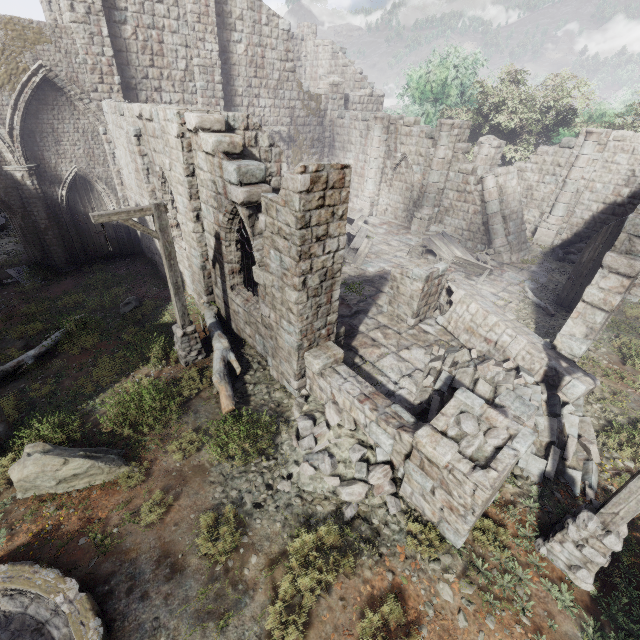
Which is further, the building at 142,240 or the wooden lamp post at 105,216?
the building at 142,240

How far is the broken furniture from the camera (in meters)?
15.10

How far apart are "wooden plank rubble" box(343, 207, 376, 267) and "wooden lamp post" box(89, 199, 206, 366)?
8.1 meters

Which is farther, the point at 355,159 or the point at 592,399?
the point at 355,159

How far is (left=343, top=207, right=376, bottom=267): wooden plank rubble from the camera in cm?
1584

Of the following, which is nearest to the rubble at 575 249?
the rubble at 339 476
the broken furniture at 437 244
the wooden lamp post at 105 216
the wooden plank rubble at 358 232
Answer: the broken furniture at 437 244

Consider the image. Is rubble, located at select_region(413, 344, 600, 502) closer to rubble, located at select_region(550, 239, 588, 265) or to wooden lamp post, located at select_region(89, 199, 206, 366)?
wooden lamp post, located at select_region(89, 199, 206, 366)

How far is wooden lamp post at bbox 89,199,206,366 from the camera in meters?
7.2
